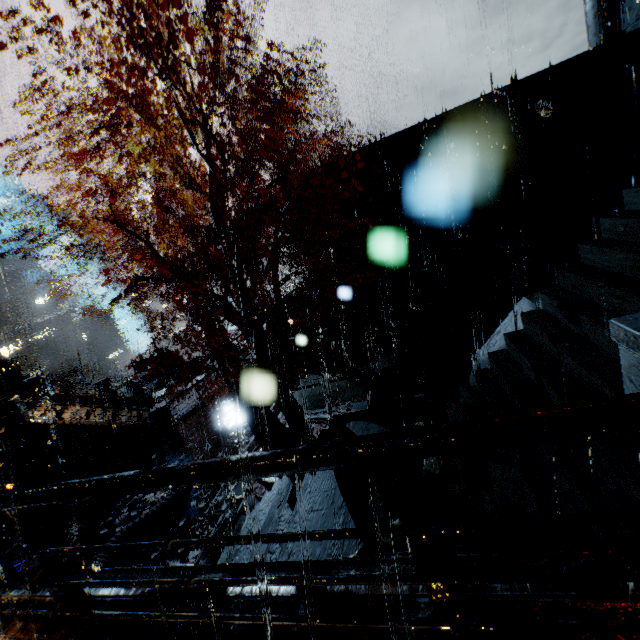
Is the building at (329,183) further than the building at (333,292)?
Yes

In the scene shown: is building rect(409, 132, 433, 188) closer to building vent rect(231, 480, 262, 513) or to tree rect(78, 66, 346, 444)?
tree rect(78, 66, 346, 444)

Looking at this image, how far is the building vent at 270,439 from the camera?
12.30m

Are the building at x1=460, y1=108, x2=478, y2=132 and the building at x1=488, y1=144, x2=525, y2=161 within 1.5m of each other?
→ yes

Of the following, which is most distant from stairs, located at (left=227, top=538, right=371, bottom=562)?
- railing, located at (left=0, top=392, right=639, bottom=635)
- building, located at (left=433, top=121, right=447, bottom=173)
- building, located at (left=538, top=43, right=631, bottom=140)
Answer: building, located at (left=433, top=121, right=447, bottom=173)

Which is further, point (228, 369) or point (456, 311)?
point (228, 369)

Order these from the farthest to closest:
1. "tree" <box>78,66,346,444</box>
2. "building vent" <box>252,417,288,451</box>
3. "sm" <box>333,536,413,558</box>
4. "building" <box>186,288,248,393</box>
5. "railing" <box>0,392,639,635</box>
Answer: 1. "building" <box>186,288,248,393</box>
2. "building vent" <box>252,417,288,451</box>
3. "tree" <box>78,66,346,444</box>
4. "sm" <box>333,536,413,558</box>
5. "railing" <box>0,392,639,635</box>

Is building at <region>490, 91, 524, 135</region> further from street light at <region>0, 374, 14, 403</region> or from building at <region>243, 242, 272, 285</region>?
street light at <region>0, 374, 14, 403</region>
